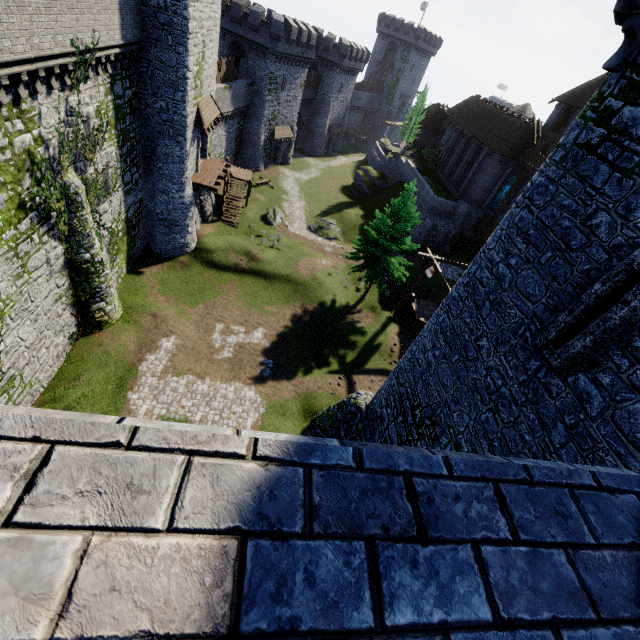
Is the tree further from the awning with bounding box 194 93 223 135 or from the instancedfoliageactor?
the awning with bounding box 194 93 223 135

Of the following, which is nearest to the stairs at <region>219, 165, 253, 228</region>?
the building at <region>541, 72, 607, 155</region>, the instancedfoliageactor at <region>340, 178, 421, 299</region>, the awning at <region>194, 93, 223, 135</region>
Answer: the awning at <region>194, 93, 223, 135</region>

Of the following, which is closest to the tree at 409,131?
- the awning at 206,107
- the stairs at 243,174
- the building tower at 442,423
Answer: the stairs at 243,174

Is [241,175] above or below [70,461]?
below

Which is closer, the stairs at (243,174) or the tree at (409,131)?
the stairs at (243,174)

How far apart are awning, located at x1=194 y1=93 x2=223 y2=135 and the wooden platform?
3.1m

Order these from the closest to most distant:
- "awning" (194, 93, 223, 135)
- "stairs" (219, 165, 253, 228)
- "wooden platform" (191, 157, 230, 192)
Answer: "awning" (194, 93, 223, 135), "wooden platform" (191, 157, 230, 192), "stairs" (219, 165, 253, 228)

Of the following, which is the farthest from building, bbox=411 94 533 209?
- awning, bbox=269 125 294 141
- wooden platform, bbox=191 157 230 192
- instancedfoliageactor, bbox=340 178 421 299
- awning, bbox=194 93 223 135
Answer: awning, bbox=194 93 223 135
